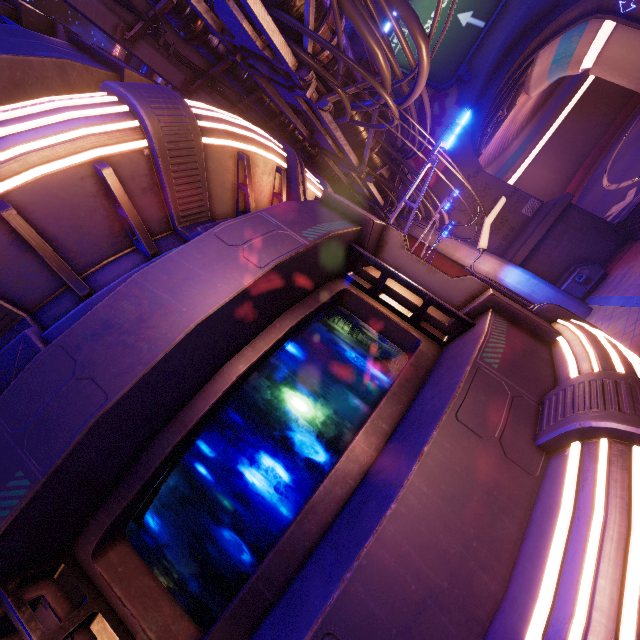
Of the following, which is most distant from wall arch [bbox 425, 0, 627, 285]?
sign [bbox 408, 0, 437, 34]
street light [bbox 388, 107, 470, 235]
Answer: street light [bbox 388, 107, 470, 235]

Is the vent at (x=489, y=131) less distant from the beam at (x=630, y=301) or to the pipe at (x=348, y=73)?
the pipe at (x=348, y=73)

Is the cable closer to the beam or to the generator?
the beam

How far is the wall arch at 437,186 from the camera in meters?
20.6 m

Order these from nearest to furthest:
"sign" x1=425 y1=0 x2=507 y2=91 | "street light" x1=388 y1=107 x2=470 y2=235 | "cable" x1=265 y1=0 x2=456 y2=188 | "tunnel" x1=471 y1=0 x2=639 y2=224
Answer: "cable" x1=265 y1=0 x2=456 y2=188 → "street light" x1=388 y1=107 x2=470 y2=235 → "sign" x1=425 y1=0 x2=507 y2=91 → "tunnel" x1=471 y1=0 x2=639 y2=224

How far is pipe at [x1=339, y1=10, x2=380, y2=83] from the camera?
6.67m

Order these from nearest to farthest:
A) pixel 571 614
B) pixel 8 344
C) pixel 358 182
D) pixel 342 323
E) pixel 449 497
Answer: pixel 571 614 < pixel 449 497 < pixel 8 344 < pixel 342 323 < pixel 358 182

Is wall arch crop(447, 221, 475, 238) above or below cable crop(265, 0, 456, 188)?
below
